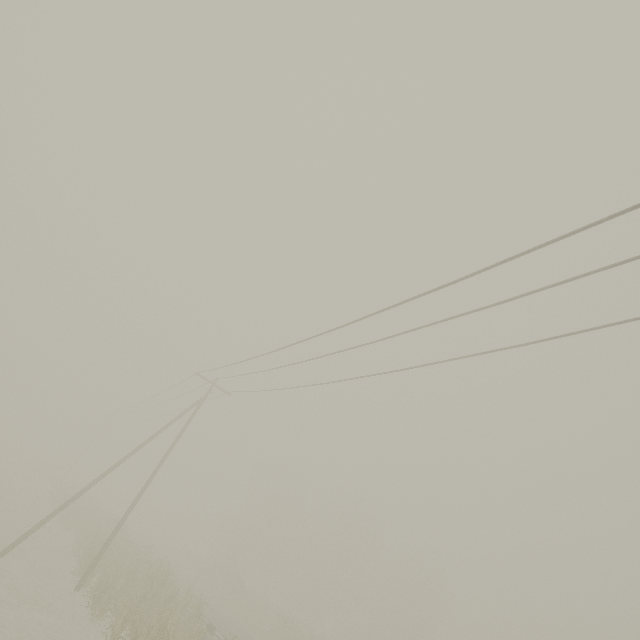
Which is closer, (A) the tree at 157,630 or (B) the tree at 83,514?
(A) the tree at 157,630

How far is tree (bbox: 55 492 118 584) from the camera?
18.28m

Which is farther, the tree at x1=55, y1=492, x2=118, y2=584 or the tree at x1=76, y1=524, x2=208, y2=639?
the tree at x1=55, y1=492, x2=118, y2=584

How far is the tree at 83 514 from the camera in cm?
1828

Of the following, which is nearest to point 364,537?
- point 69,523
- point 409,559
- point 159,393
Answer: point 409,559
